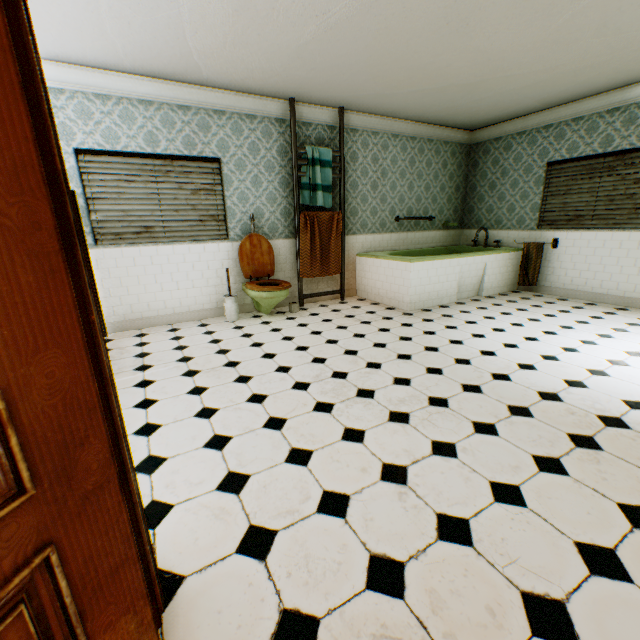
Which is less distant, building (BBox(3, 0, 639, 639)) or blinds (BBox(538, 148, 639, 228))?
building (BBox(3, 0, 639, 639))

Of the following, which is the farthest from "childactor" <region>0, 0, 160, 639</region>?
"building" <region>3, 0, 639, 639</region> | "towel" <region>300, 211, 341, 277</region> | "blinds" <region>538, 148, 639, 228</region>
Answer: "blinds" <region>538, 148, 639, 228</region>

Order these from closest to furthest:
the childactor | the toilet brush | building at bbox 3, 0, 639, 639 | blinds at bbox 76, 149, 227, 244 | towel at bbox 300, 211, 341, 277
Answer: the childactor
building at bbox 3, 0, 639, 639
blinds at bbox 76, 149, 227, 244
the toilet brush
towel at bbox 300, 211, 341, 277

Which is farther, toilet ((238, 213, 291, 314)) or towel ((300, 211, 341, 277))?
towel ((300, 211, 341, 277))

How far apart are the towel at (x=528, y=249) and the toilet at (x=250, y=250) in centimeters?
439cm

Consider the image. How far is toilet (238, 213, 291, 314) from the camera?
4.6 meters

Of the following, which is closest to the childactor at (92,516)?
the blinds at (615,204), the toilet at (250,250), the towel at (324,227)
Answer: the toilet at (250,250)

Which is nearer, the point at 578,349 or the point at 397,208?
the point at 578,349
